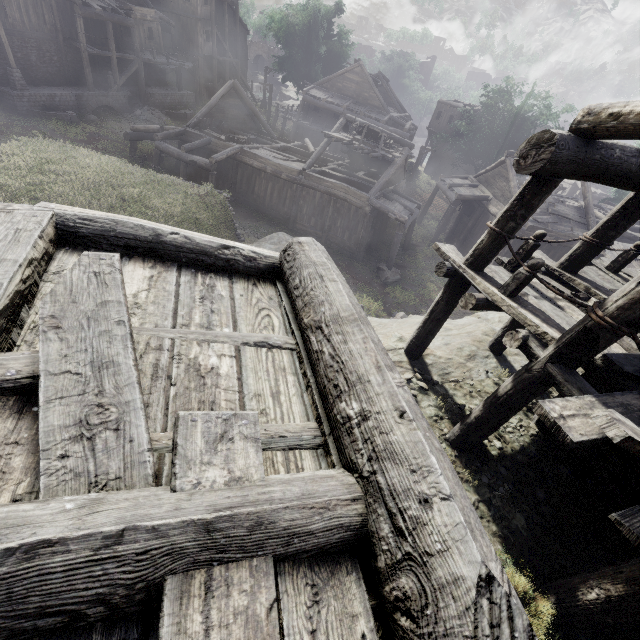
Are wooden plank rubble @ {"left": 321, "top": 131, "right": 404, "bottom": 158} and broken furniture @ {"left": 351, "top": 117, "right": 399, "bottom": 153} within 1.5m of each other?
yes

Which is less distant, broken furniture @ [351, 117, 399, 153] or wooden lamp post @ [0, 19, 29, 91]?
broken furniture @ [351, 117, 399, 153]

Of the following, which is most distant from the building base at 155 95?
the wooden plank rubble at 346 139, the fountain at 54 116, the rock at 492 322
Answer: the rock at 492 322

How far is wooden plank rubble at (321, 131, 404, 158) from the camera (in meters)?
18.55

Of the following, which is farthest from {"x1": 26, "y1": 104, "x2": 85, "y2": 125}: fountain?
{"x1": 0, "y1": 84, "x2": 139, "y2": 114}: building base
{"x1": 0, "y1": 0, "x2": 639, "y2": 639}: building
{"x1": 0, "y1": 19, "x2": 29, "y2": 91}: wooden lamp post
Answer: {"x1": 0, "y1": 0, "x2": 639, "y2": 639}: building

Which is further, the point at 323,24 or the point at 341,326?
the point at 323,24

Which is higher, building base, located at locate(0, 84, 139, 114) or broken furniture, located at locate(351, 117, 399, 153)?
broken furniture, located at locate(351, 117, 399, 153)

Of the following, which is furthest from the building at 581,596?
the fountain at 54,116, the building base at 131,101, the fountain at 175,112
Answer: the fountain at 175,112
